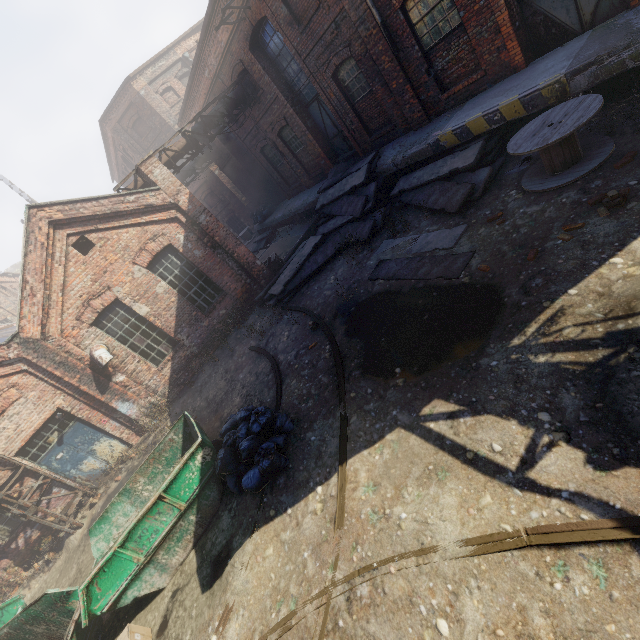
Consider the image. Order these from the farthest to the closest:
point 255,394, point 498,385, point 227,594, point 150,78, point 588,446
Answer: point 150,78 < point 255,394 < point 227,594 < point 498,385 < point 588,446

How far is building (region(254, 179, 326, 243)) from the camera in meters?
16.5

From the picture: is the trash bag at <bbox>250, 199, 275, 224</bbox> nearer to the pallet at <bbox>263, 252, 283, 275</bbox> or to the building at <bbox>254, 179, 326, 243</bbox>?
the building at <bbox>254, 179, 326, 243</bbox>

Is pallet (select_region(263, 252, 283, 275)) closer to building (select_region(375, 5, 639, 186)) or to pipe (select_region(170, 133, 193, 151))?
building (select_region(375, 5, 639, 186))

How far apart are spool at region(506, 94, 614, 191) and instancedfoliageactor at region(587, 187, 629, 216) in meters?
0.8

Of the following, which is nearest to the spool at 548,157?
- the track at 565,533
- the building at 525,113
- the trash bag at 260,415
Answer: the building at 525,113

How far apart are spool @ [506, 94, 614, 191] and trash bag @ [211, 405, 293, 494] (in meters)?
6.97

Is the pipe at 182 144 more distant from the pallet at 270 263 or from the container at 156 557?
the container at 156 557
